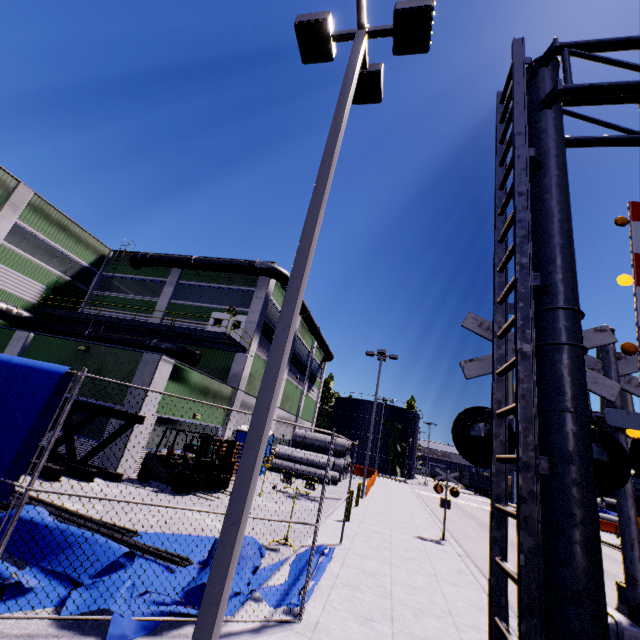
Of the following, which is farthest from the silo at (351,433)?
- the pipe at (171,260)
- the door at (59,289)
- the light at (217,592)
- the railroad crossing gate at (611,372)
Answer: the door at (59,289)

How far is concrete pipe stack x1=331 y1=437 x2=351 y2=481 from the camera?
29.64m

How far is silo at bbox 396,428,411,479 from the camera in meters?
57.9 m

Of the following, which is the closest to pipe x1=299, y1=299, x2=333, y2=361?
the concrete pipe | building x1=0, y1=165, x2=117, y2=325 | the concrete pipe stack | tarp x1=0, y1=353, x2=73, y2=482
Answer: building x1=0, y1=165, x2=117, y2=325

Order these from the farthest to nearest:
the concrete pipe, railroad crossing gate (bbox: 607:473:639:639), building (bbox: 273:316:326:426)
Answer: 1. building (bbox: 273:316:326:426)
2. the concrete pipe
3. railroad crossing gate (bbox: 607:473:639:639)

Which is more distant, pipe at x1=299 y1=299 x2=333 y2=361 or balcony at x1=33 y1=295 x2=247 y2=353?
pipe at x1=299 y1=299 x2=333 y2=361

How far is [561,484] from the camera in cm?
285

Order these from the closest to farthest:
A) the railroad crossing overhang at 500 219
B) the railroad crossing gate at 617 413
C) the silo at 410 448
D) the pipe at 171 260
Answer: the railroad crossing overhang at 500 219 < the railroad crossing gate at 617 413 < the pipe at 171 260 < the silo at 410 448
